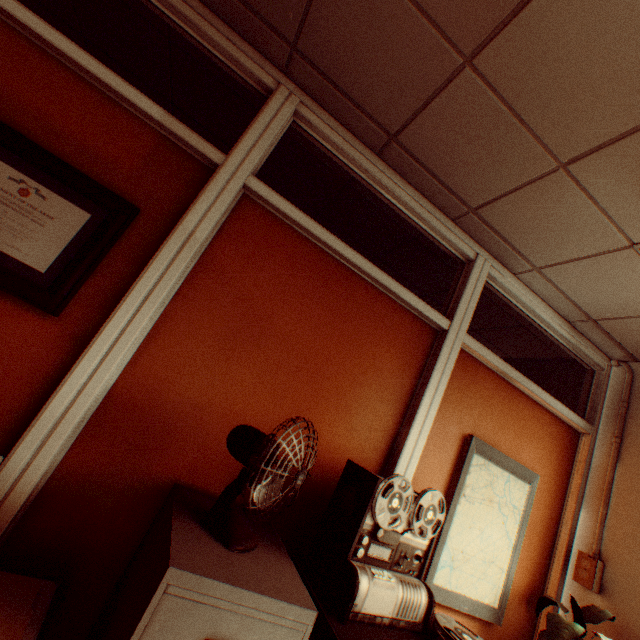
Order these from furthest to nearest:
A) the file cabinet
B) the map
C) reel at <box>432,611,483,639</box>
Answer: the map → reel at <box>432,611,483,639</box> → the file cabinet

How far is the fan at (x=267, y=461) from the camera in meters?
1.1 m

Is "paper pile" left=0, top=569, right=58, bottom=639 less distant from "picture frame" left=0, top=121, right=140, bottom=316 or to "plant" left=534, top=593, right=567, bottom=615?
"picture frame" left=0, top=121, right=140, bottom=316

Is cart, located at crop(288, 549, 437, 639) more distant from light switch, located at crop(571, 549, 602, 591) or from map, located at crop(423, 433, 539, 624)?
light switch, located at crop(571, 549, 602, 591)

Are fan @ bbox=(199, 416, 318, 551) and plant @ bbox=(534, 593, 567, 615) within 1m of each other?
no

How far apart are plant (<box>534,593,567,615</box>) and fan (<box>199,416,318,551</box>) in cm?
185

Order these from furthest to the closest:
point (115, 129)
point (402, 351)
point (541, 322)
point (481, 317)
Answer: point (481, 317)
point (541, 322)
point (402, 351)
point (115, 129)

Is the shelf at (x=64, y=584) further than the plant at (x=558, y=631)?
No
